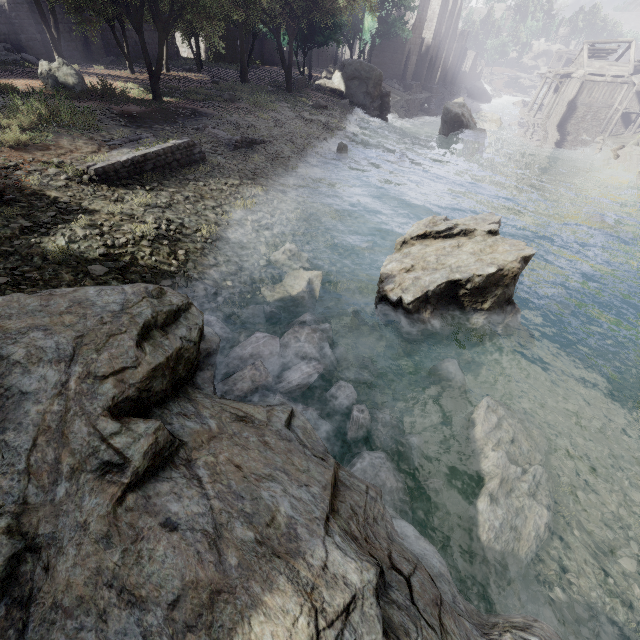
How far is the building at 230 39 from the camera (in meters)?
35.84

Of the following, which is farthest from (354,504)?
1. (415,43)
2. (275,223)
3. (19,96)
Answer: (415,43)

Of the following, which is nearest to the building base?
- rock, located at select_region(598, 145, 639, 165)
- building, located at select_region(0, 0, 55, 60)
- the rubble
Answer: building, located at select_region(0, 0, 55, 60)

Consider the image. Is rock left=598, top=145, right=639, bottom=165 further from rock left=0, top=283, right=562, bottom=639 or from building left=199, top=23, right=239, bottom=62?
rock left=0, top=283, right=562, bottom=639

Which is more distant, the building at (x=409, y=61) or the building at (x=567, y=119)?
the building at (x=409, y=61)

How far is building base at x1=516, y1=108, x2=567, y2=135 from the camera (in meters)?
40.72

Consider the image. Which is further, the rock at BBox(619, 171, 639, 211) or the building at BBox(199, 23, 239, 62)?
the building at BBox(199, 23, 239, 62)

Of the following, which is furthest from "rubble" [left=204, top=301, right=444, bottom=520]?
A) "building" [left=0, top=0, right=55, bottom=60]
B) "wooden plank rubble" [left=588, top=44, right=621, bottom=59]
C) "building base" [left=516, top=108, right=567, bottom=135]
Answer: "wooden plank rubble" [left=588, top=44, right=621, bottom=59]
